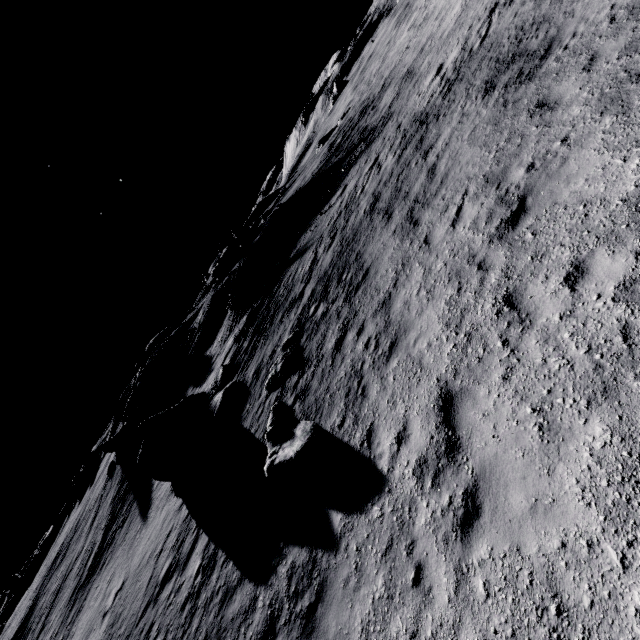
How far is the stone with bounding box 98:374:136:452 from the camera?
37.22m

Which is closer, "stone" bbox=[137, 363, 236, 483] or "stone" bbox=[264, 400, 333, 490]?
"stone" bbox=[264, 400, 333, 490]

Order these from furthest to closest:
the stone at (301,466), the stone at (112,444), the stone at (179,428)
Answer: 1. the stone at (112,444)
2. the stone at (179,428)
3. the stone at (301,466)

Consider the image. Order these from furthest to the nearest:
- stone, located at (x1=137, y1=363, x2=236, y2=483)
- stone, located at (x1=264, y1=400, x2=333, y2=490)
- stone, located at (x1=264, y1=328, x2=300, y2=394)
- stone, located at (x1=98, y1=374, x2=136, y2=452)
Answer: stone, located at (x1=98, y1=374, x2=136, y2=452), stone, located at (x1=137, y1=363, x2=236, y2=483), stone, located at (x1=264, y1=328, x2=300, y2=394), stone, located at (x1=264, y1=400, x2=333, y2=490)

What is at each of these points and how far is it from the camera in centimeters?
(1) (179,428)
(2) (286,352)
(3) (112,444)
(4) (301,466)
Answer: (1) stone, 1906cm
(2) stone, 1391cm
(3) stone, 3725cm
(4) stone, 833cm

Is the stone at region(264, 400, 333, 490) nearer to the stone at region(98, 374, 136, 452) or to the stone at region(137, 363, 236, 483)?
the stone at region(137, 363, 236, 483)

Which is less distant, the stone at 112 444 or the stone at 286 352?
the stone at 286 352

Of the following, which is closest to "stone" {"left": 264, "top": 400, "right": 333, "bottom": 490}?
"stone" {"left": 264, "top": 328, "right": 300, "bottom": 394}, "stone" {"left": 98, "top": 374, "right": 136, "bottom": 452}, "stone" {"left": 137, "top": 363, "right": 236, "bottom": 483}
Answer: "stone" {"left": 264, "top": 328, "right": 300, "bottom": 394}
